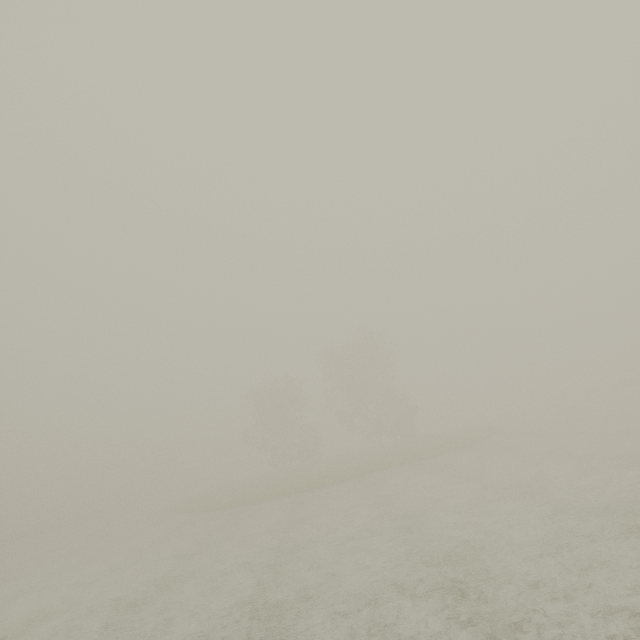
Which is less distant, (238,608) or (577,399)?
(238,608)
